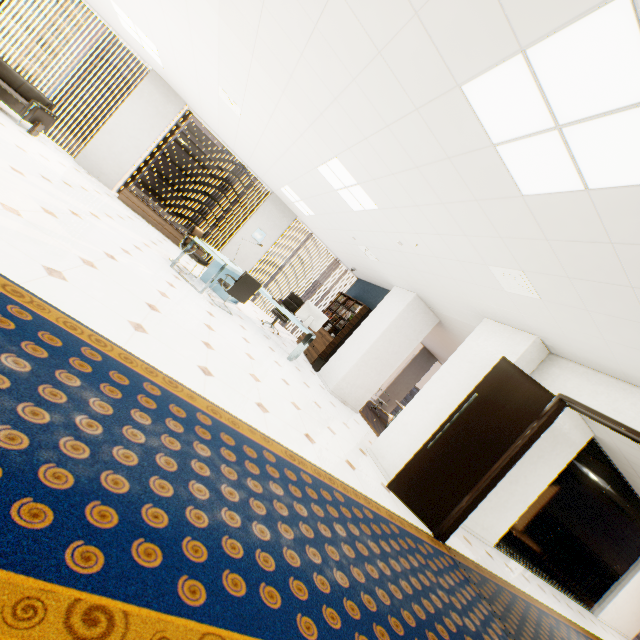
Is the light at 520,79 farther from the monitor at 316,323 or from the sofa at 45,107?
the sofa at 45,107

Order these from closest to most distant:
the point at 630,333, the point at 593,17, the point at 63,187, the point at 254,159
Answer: the point at 593,17, the point at 630,333, the point at 63,187, the point at 254,159

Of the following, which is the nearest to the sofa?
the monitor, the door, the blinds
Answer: the monitor

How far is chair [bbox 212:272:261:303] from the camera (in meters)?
6.12

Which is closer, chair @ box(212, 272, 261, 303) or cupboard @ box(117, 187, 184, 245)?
chair @ box(212, 272, 261, 303)

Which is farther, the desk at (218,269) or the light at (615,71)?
the desk at (218,269)

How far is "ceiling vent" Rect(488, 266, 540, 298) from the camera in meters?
3.6 m

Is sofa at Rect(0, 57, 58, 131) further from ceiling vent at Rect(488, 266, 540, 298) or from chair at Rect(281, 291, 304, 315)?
ceiling vent at Rect(488, 266, 540, 298)
